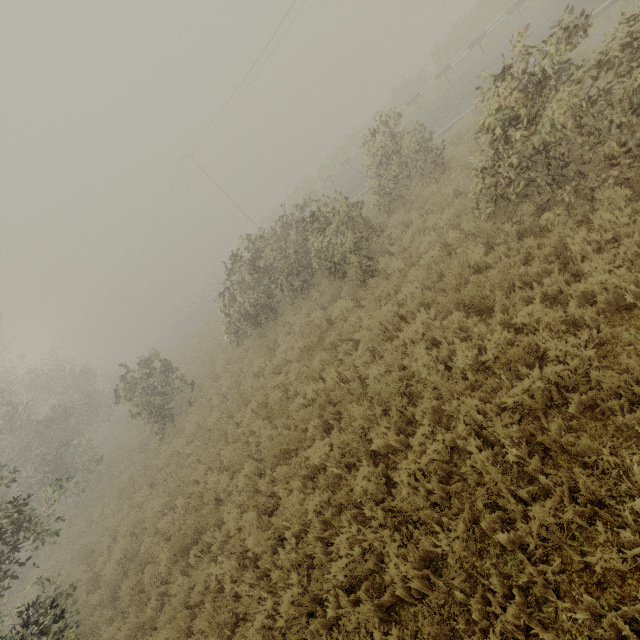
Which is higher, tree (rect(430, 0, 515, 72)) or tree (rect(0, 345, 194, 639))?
tree (rect(0, 345, 194, 639))

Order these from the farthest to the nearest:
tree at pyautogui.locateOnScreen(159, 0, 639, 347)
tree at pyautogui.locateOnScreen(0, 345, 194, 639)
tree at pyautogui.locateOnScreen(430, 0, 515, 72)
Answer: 1. tree at pyautogui.locateOnScreen(430, 0, 515, 72)
2. tree at pyautogui.locateOnScreen(0, 345, 194, 639)
3. tree at pyautogui.locateOnScreen(159, 0, 639, 347)

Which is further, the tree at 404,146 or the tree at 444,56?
the tree at 444,56

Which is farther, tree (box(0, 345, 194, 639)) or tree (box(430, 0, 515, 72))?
tree (box(430, 0, 515, 72))

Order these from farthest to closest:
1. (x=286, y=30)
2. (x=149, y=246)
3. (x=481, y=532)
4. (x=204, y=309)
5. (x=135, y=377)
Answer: (x=149, y=246) < (x=204, y=309) < (x=286, y=30) < (x=135, y=377) < (x=481, y=532)

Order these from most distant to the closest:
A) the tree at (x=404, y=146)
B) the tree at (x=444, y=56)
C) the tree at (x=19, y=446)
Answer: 1. the tree at (x=444, y=56)
2. the tree at (x=19, y=446)
3. the tree at (x=404, y=146)
